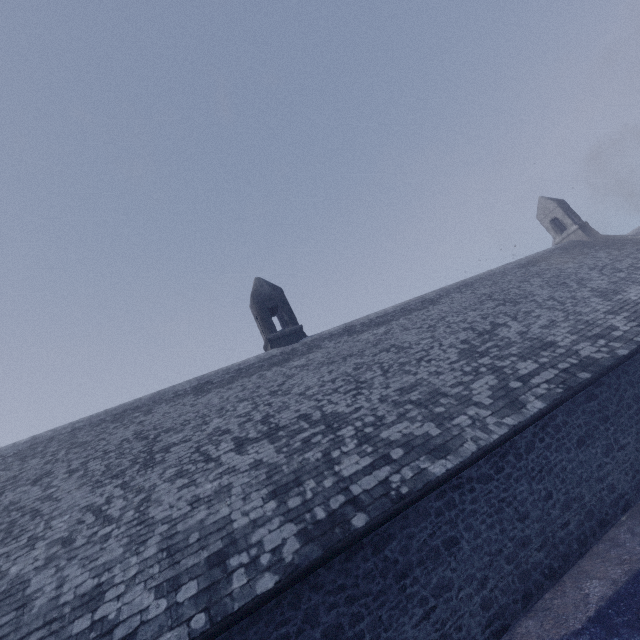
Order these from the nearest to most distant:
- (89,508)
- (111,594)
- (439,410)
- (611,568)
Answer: (111,594) < (611,568) < (89,508) < (439,410)
